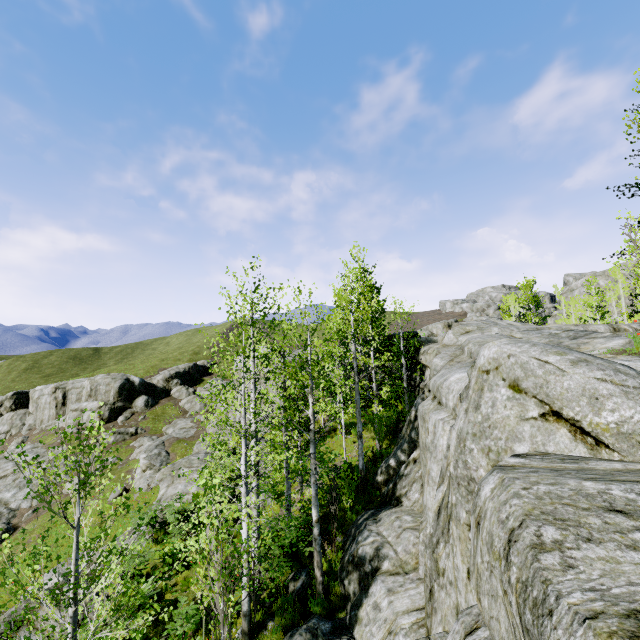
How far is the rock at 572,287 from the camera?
51.4m

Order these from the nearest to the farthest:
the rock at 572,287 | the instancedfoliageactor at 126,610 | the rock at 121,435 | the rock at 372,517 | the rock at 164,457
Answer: the rock at 372,517 → the instancedfoliageactor at 126,610 → the rock at 164,457 → the rock at 121,435 → the rock at 572,287

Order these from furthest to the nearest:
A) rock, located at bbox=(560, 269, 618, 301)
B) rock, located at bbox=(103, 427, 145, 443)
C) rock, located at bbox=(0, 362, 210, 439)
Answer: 1. rock, located at bbox=(560, 269, 618, 301)
2. rock, located at bbox=(0, 362, 210, 439)
3. rock, located at bbox=(103, 427, 145, 443)

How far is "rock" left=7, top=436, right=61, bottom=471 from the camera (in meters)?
35.87

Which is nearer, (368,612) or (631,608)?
(631,608)

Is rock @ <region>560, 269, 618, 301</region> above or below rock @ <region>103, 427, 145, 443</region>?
above

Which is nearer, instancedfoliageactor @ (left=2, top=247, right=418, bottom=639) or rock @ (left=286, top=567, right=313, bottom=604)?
instancedfoliageactor @ (left=2, top=247, right=418, bottom=639)
